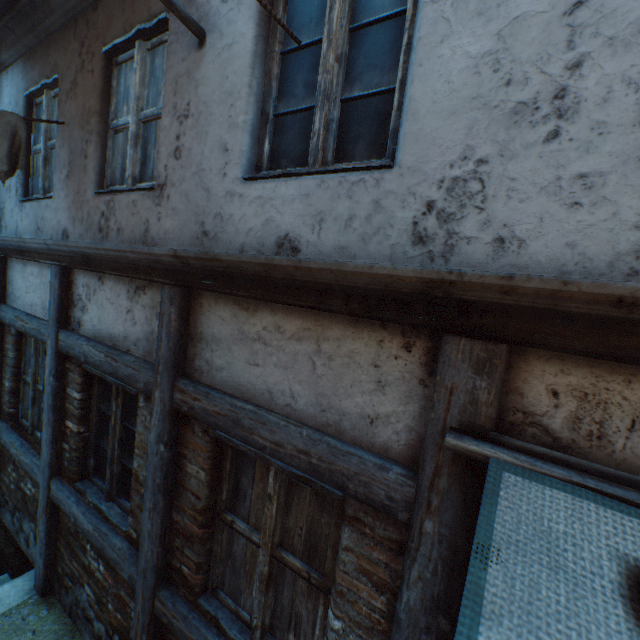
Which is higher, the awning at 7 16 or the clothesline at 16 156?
the awning at 7 16

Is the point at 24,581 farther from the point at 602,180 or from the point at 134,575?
the point at 602,180

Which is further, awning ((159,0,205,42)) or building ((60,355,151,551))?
building ((60,355,151,551))

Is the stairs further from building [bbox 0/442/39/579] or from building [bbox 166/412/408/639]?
building [bbox 166/412/408/639]

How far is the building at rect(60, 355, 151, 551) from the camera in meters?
2.7 m

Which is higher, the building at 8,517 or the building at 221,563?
the building at 221,563

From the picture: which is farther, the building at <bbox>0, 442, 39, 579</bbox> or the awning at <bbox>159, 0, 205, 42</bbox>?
the building at <bbox>0, 442, 39, 579</bbox>

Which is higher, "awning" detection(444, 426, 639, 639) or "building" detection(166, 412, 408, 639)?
"awning" detection(444, 426, 639, 639)
